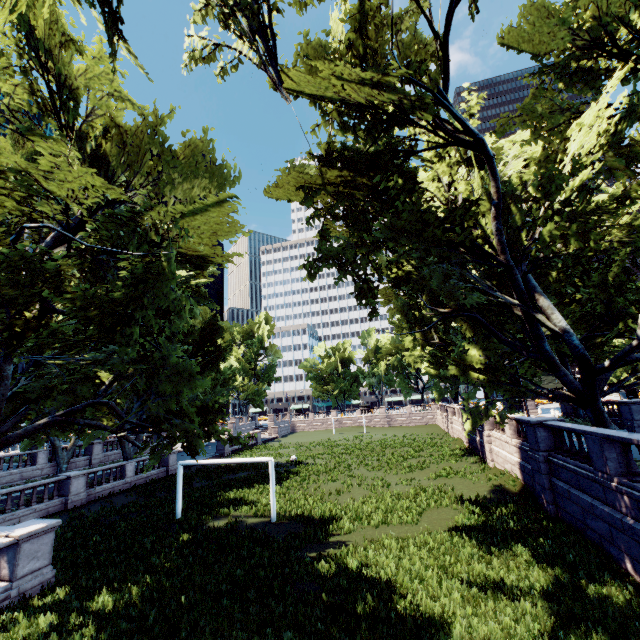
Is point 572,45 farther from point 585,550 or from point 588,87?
point 585,550

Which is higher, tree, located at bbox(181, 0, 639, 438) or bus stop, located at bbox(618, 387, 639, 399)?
tree, located at bbox(181, 0, 639, 438)

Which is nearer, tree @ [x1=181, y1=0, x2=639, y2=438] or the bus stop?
tree @ [x1=181, y1=0, x2=639, y2=438]

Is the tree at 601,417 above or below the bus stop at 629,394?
above

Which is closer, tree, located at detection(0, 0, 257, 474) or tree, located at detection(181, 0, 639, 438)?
tree, located at detection(0, 0, 257, 474)

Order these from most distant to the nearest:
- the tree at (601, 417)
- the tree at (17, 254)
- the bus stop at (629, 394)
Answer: the bus stop at (629, 394), the tree at (601, 417), the tree at (17, 254)

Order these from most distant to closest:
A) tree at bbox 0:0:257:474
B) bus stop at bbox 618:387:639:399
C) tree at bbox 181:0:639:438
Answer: bus stop at bbox 618:387:639:399 → tree at bbox 181:0:639:438 → tree at bbox 0:0:257:474
